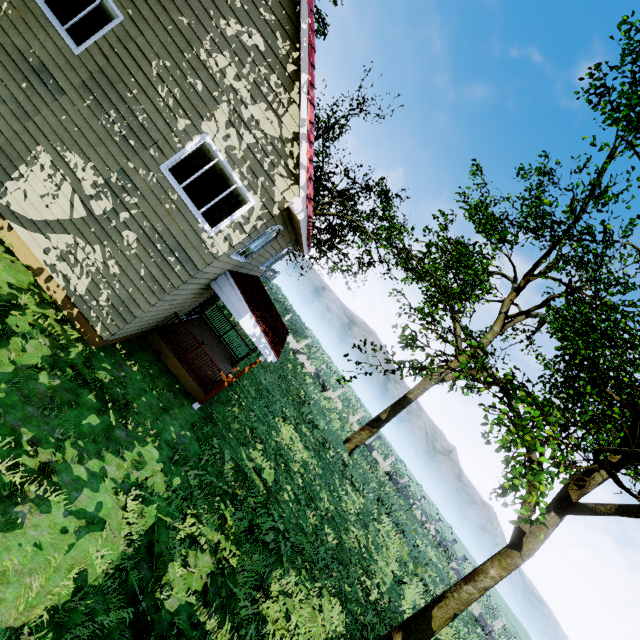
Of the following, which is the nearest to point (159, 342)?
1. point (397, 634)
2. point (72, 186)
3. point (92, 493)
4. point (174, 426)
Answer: point (174, 426)
